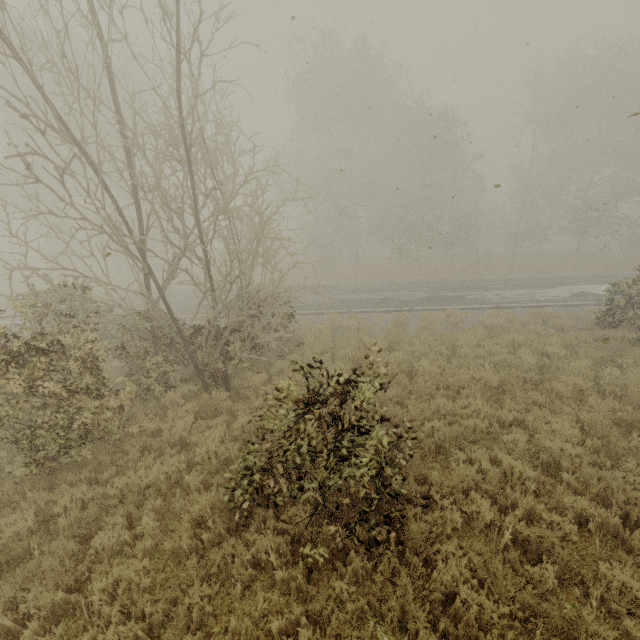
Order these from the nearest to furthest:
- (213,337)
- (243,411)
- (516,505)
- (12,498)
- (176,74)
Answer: (516,505)
(12,498)
(176,74)
(243,411)
(213,337)

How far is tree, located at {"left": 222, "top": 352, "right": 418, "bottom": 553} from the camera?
4.0 meters

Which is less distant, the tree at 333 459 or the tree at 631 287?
the tree at 333 459

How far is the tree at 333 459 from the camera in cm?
397

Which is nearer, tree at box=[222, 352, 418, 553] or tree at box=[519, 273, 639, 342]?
tree at box=[222, 352, 418, 553]
